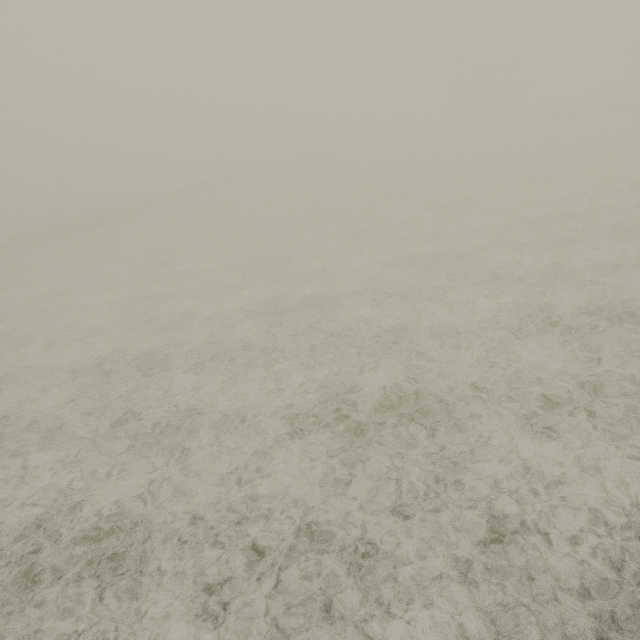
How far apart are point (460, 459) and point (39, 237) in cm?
4519
